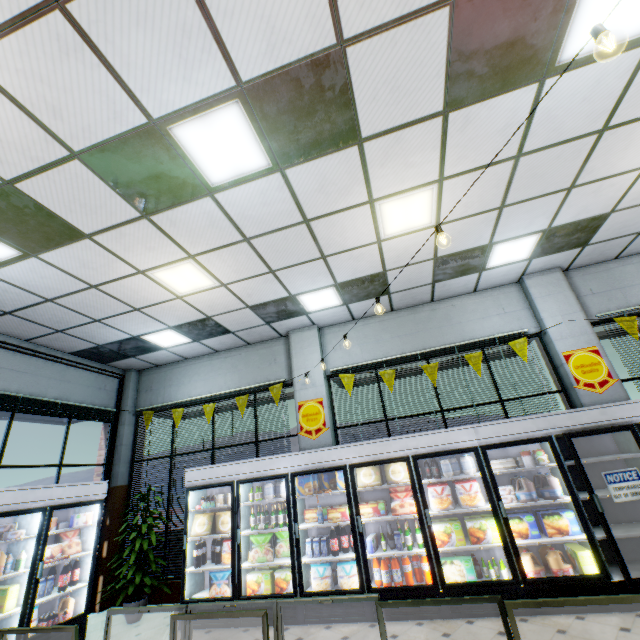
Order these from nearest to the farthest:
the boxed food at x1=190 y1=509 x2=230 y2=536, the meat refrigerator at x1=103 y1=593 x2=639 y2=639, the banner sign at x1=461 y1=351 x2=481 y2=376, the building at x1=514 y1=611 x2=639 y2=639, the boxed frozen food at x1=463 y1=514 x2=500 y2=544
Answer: the meat refrigerator at x1=103 y1=593 x2=639 y2=639 → the building at x1=514 y1=611 x2=639 y2=639 → the boxed frozen food at x1=463 y1=514 x2=500 y2=544 → the boxed food at x1=190 y1=509 x2=230 y2=536 → the banner sign at x1=461 y1=351 x2=481 y2=376

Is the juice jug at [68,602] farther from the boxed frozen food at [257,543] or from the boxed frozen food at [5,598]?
the boxed frozen food at [257,543]

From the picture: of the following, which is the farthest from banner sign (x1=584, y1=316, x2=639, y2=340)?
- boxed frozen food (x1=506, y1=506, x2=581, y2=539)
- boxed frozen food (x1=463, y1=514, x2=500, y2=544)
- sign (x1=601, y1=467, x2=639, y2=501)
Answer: boxed frozen food (x1=463, y1=514, x2=500, y2=544)

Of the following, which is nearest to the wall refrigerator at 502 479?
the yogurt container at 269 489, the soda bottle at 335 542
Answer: the soda bottle at 335 542

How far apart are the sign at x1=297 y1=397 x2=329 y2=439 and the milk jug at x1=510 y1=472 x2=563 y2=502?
3.5 meters

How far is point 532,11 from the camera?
2.5 meters

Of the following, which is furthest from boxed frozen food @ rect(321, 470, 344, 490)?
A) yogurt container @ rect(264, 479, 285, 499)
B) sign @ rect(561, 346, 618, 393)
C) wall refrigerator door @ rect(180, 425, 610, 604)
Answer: sign @ rect(561, 346, 618, 393)

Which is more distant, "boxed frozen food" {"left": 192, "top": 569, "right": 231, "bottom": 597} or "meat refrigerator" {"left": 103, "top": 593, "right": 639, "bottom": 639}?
"boxed frozen food" {"left": 192, "top": 569, "right": 231, "bottom": 597}
